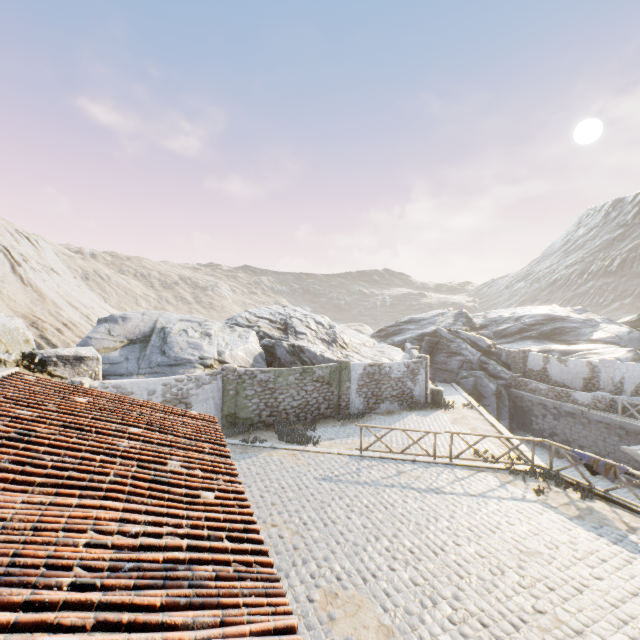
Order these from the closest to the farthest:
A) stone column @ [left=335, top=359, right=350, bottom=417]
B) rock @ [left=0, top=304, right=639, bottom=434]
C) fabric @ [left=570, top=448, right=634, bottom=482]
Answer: fabric @ [left=570, top=448, right=634, bottom=482]
rock @ [left=0, top=304, right=639, bottom=434]
stone column @ [left=335, top=359, right=350, bottom=417]

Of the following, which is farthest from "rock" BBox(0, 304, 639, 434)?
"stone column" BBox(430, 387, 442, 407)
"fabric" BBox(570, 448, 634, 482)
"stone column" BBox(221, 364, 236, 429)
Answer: "fabric" BBox(570, 448, 634, 482)

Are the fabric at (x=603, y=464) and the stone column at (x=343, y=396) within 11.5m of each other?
yes

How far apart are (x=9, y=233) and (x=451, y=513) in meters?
78.9 m

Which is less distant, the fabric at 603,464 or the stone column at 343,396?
the fabric at 603,464

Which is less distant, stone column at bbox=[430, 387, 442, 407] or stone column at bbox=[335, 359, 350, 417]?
stone column at bbox=[335, 359, 350, 417]

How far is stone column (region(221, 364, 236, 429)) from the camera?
15.4 meters

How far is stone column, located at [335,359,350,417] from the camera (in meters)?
17.91
